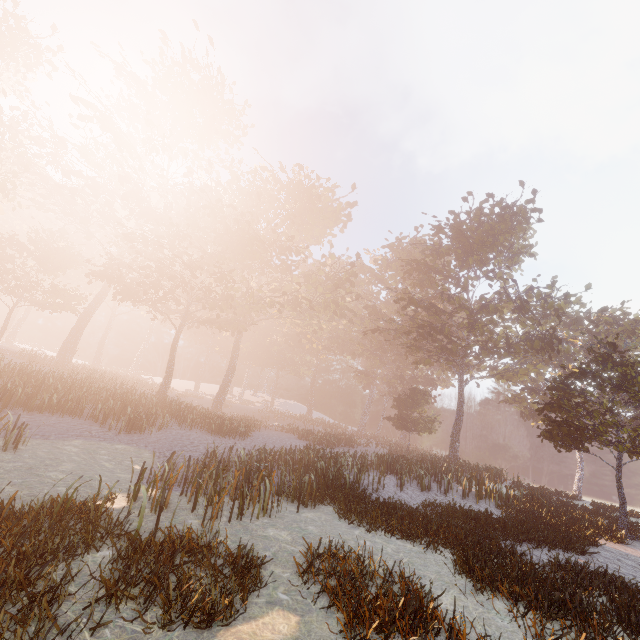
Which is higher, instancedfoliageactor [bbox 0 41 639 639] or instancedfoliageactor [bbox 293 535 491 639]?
instancedfoliageactor [bbox 0 41 639 639]

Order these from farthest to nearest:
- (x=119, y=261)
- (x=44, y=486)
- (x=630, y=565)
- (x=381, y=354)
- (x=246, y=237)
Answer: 1. (x=381, y=354)
2. (x=246, y=237)
3. (x=119, y=261)
4. (x=630, y=565)
5. (x=44, y=486)

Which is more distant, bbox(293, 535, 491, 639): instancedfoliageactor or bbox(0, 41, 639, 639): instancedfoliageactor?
bbox(0, 41, 639, 639): instancedfoliageactor

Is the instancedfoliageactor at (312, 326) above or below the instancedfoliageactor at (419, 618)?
above

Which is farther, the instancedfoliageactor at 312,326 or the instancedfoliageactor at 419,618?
the instancedfoliageactor at 312,326
